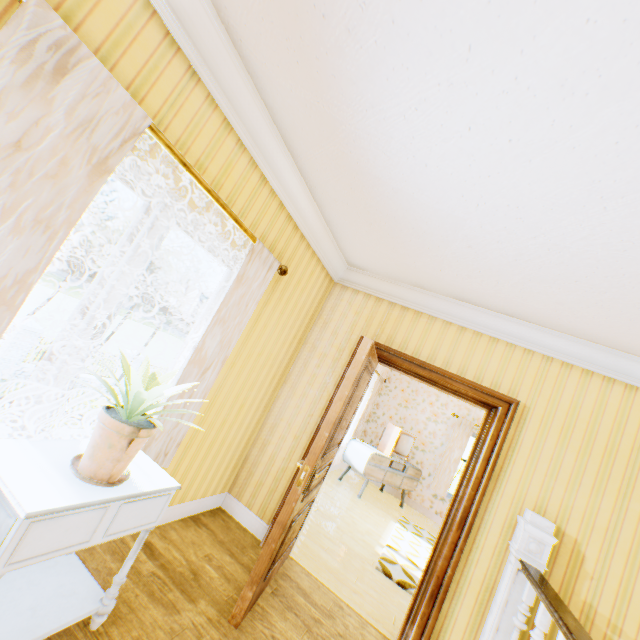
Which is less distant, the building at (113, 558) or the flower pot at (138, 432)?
the flower pot at (138, 432)

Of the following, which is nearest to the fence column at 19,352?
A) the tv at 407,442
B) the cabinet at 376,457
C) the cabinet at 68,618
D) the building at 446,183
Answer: the building at 446,183

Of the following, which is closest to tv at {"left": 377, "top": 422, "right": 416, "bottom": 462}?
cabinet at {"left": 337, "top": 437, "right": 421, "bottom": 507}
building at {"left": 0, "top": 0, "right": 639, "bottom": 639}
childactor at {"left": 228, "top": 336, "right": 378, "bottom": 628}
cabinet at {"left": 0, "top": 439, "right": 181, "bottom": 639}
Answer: cabinet at {"left": 337, "top": 437, "right": 421, "bottom": 507}

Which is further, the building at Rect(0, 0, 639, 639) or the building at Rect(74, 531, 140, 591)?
the building at Rect(74, 531, 140, 591)

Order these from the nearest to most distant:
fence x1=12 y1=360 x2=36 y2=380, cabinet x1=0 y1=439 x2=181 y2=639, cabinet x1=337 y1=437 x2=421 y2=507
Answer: cabinet x1=0 y1=439 x2=181 y2=639 → cabinet x1=337 y1=437 x2=421 y2=507 → fence x1=12 y1=360 x2=36 y2=380

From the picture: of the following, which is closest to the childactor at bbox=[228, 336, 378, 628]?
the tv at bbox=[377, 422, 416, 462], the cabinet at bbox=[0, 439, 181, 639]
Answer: the cabinet at bbox=[0, 439, 181, 639]

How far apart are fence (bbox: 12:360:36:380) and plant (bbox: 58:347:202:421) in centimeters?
1657cm

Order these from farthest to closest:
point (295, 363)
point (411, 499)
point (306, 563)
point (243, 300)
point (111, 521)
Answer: point (411, 499) < point (295, 363) < point (306, 563) < point (243, 300) < point (111, 521)
